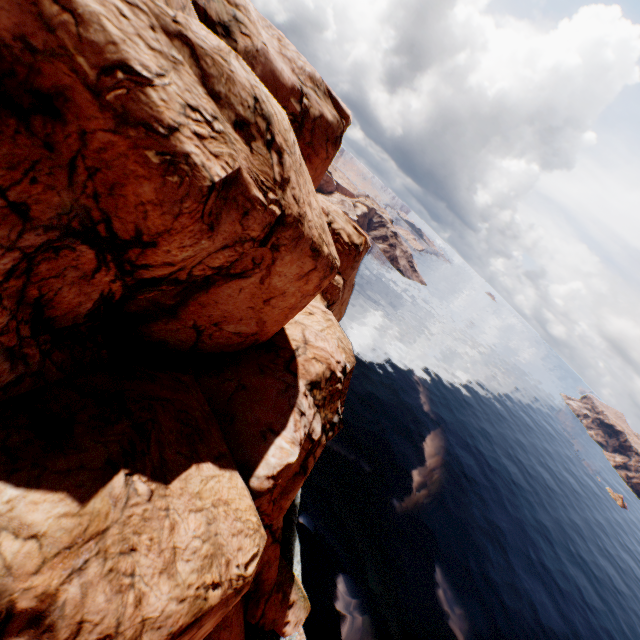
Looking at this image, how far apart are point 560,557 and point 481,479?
20.03m
